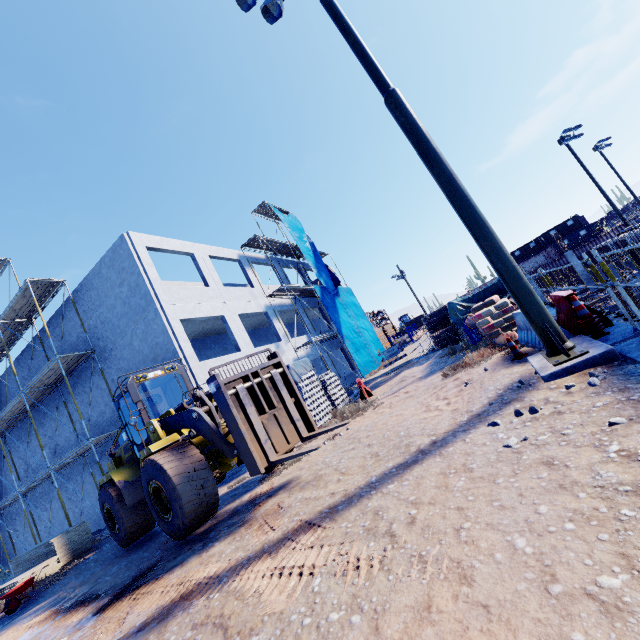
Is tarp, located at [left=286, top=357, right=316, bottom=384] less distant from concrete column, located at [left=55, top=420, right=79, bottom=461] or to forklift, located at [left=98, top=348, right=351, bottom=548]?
concrete column, located at [left=55, top=420, right=79, bottom=461]

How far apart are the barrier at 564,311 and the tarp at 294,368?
7.9m

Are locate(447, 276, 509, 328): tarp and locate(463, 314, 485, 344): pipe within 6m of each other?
yes

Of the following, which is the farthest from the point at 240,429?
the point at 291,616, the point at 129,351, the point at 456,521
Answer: the point at 129,351

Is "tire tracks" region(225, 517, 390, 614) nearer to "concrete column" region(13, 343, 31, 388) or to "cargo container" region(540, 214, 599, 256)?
"concrete column" region(13, 343, 31, 388)

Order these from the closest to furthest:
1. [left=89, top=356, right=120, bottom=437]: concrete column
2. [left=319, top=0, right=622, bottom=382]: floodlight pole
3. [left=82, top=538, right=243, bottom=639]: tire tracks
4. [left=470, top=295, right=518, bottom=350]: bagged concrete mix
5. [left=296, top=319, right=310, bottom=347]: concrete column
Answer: [left=82, top=538, right=243, bottom=639]: tire tracks → [left=319, top=0, right=622, bottom=382]: floodlight pole → [left=470, top=295, right=518, bottom=350]: bagged concrete mix → [left=89, top=356, right=120, bottom=437]: concrete column → [left=296, top=319, right=310, bottom=347]: concrete column

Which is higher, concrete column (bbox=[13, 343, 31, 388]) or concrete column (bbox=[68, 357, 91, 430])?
concrete column (bbox=[13, 343, 31, 388])

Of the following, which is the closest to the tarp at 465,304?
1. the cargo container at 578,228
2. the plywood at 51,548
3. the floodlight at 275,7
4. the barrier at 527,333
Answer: the barrier at 527,333
